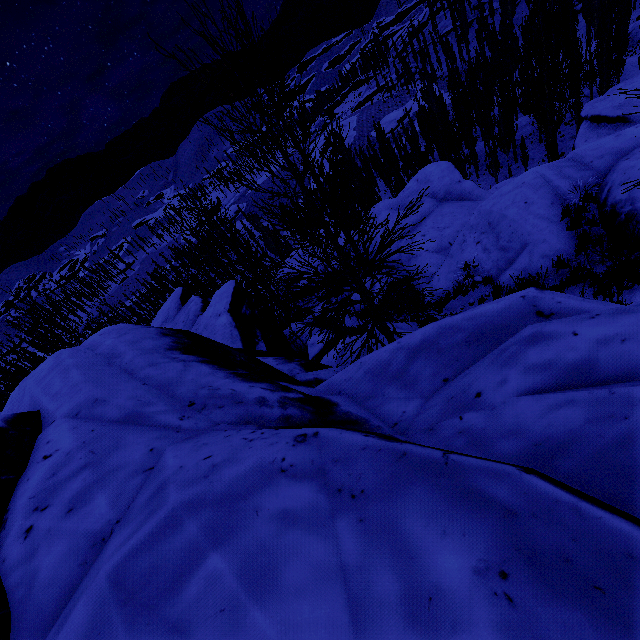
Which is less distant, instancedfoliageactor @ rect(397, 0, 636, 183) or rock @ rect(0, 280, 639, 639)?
rock @ rect(0, 280, 639, 639)

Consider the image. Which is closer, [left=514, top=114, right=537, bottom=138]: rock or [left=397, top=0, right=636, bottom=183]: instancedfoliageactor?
[left=397, top=0, right=636, bottom=183]: instancedfoliageactor

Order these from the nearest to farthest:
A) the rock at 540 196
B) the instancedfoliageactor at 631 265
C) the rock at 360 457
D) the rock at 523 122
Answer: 1. the rock at 360 457
2. the instancedfoliageactor at 631 265
3. the rock at 540 196
4. the rock at 523 122

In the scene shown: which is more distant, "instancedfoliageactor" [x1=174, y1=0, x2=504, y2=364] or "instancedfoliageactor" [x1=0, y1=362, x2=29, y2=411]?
"instancedfoliageactor" [x1=0, y1=362, x2=29, y2=411]

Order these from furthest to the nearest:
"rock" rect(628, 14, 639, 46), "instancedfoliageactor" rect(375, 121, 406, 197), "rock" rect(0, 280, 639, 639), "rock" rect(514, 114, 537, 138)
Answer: "rock" rect(628, 14, 639, 46), "instancedfoliageactor" rect(375, 121, 406, 197), "rock" rect(514, 114, 537, 138), "rock" rect(0, 280, 639, 639)

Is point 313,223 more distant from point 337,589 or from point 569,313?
point 337,589

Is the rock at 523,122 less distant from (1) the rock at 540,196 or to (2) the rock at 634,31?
(2) the rock at 634,31
